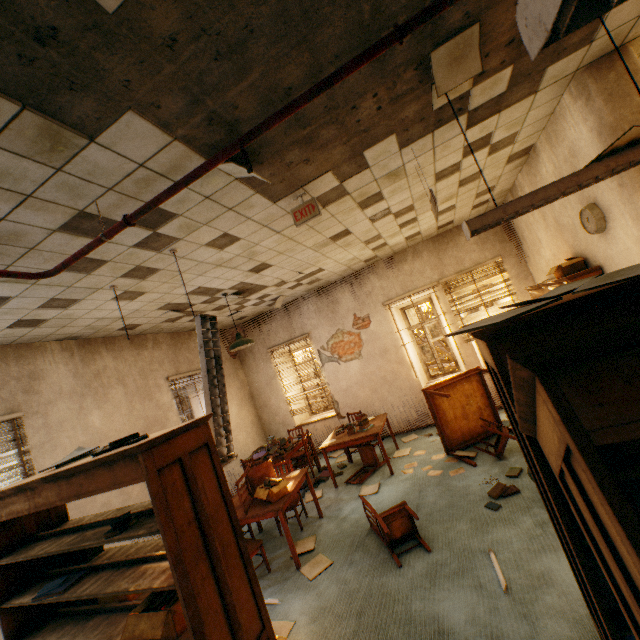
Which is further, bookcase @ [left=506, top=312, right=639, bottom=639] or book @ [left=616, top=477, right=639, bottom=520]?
book @ [left=616, top=477, right=639, bottom=520]

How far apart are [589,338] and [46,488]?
3.2m

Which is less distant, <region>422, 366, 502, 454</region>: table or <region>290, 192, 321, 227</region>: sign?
<region>290, 192, 321, 227</region>: sign

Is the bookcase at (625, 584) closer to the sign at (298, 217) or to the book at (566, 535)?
the book at (566, 535)

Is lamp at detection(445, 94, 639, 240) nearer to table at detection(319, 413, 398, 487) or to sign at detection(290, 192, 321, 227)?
sign at detection(290, 192, 321, 227)

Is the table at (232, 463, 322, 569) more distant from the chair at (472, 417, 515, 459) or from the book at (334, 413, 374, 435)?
the chair at (472, 417, 515, 459)

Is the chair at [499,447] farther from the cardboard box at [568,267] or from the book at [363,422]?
the cardboard box at [568,267]

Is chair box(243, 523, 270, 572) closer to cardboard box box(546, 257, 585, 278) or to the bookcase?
the bookcase
